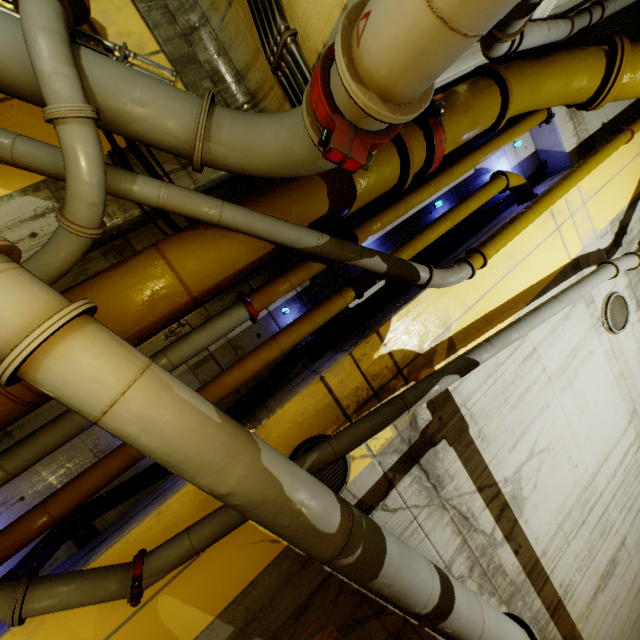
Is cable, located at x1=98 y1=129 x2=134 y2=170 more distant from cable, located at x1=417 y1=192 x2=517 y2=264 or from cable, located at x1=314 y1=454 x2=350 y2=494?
cable, located at x1=314 y1=454 x2=350 y2=494

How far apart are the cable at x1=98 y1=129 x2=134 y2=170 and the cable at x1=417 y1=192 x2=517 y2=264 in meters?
2.1 m

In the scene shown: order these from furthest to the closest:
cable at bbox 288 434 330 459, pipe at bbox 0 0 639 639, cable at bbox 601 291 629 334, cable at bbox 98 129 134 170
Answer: cable at bbox 601 291 629 334 → cable at bbox 288 434 330 459 → cable at bbox 98 129 134 170 → pipe at bbox 0 0 639 639

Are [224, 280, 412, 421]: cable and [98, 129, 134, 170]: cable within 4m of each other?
yes

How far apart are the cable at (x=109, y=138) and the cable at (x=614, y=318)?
7.40m

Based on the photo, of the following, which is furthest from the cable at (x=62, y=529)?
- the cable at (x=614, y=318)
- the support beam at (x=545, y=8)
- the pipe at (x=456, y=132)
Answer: the cable at (x=614, y=318)

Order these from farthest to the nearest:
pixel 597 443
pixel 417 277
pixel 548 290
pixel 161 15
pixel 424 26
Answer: pixel 597 443, pixel 548 290, pixel 417 277, pixel 161 15, pixel 424 26

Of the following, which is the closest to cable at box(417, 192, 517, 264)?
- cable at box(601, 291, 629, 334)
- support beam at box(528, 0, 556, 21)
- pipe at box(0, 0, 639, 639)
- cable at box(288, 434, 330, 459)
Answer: pipe at box(0, 0, 639, 639)
